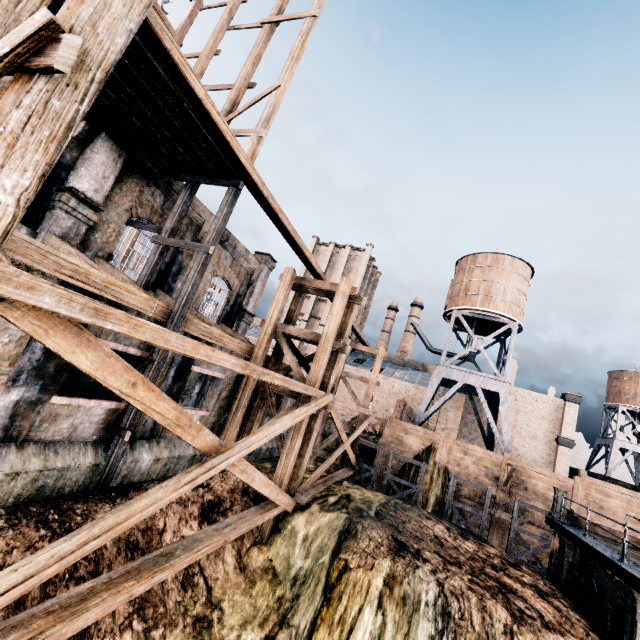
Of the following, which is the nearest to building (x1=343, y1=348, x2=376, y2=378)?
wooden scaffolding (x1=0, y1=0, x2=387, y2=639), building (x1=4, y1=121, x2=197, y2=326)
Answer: building (x1=4, y1=121, x2=197, y2=326)

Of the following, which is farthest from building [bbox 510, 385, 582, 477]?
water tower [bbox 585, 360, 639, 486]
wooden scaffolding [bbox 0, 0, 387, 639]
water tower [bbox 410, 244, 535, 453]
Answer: wooden scaffolding [bbox 0, 0, 387, 639]

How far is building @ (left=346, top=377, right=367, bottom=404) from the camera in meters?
47.8 m

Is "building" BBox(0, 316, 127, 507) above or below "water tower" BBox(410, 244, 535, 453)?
below

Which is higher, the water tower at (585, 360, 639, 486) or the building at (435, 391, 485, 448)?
the water tower at (585, 360, 639, 486)

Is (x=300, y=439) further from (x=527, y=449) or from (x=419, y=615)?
(x=527, y=449)

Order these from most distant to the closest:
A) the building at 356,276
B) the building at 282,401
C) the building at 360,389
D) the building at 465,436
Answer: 1. the building at 356,276
2. the building at 360,389
3. the building at 465,436
4. the building at 282,401

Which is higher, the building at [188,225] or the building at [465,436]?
the building at [188,225]
